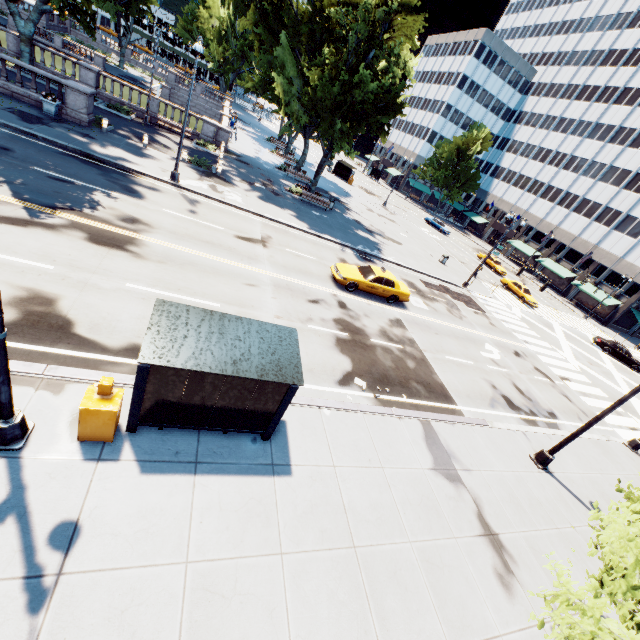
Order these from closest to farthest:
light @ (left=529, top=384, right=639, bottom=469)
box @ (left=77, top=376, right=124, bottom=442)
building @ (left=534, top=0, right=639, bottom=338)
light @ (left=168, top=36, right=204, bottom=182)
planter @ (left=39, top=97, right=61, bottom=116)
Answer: box @ (left=77, top=376, right=124, bottom=442) < light @ (left=529, top=384, right=639, bottom=469) < light @ (left=168, top=36, right=204, bottom=182) < planter @ (left=39, top=97, right=61, bottom=116) < building @ (left=534, top=0, right=639, bottom=338)

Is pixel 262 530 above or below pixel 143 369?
below

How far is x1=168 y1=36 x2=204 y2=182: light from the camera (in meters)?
16.02

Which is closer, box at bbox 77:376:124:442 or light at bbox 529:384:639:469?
box at bbox 77:376:124:442

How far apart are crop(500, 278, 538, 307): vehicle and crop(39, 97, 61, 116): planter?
44.20m

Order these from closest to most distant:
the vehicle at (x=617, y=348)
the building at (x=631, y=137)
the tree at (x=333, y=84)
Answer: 1. the tree at (x=333, y=84)
2. the vehicle at (x=617, y=348)
3. the building at (x=631, y=137)

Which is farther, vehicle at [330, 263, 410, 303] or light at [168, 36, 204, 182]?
vehicle at [330, 263, 410, 303]

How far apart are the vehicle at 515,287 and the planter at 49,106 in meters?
44.2 m
